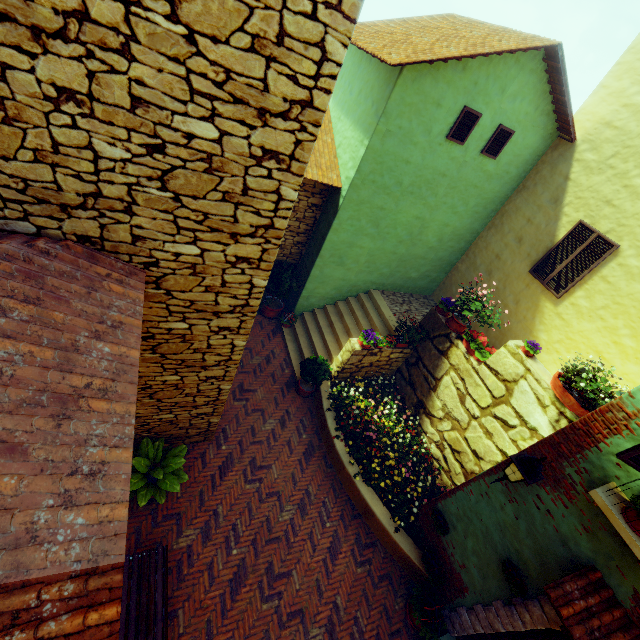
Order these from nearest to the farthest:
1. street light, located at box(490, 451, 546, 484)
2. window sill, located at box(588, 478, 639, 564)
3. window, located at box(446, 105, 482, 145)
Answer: window sill, located at box(588, 478, 639, 564)
street light, located at box(490, 451, 546, 484)
window, located at box(446, 105, 482, 145)

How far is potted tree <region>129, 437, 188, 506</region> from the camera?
5.7m

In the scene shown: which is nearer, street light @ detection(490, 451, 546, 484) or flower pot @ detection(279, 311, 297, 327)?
street light @ detection(490, 451, 546, 484)

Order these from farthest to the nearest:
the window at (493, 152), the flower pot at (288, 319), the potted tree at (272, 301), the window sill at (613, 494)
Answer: the flower pot at (288, 319) < the potted tree at (272, 301) < the window at (493, 152) < the window sill at (613, 494)

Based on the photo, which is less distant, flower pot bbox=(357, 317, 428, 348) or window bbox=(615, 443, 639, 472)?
window bbox=(615, 443, 639, 472)

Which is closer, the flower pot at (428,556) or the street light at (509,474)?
the street light at (509,474)

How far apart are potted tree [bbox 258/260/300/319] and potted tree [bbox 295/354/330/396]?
2.28m

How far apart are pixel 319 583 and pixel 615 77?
12.8m
